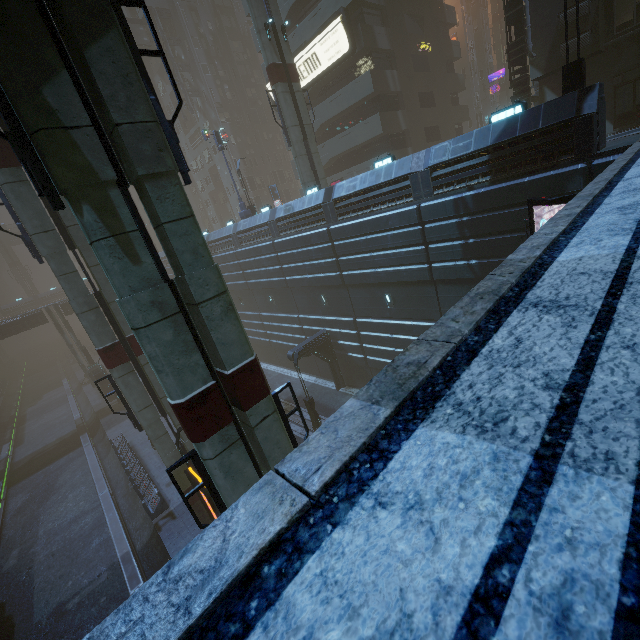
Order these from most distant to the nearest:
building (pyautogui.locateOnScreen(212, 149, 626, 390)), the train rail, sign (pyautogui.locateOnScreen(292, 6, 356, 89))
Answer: sign (pyautogui.locateOnScreen(292, 6, 356, 89))
the train rail
building (pyautogui.locateOnScreen(212, 149, 626, 390))

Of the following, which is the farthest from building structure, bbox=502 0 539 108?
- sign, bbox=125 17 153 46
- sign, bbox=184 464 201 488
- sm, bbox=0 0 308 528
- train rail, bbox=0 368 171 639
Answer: sign, bbox=125 17 153 46

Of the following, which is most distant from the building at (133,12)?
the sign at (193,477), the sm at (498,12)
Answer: the sm at (498,12)

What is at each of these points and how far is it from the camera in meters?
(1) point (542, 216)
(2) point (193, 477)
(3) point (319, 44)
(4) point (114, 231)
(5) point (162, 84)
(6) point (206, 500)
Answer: (1) building, 11.4
(2) sign, 12.8
(3) sign, 25.9
(4) sm, 6.0
(5) building, 50.3
(6) sign, 14.2

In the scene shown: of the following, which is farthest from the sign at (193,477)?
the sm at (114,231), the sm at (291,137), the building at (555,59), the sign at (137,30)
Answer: the sign at (137,30)

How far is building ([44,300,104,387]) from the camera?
38.3m

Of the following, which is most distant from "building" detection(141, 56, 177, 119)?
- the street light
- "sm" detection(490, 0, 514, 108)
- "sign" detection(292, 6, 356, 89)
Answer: "sm" detection(490, 0, 514, 108)

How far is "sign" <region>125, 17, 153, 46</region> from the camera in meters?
40.8
